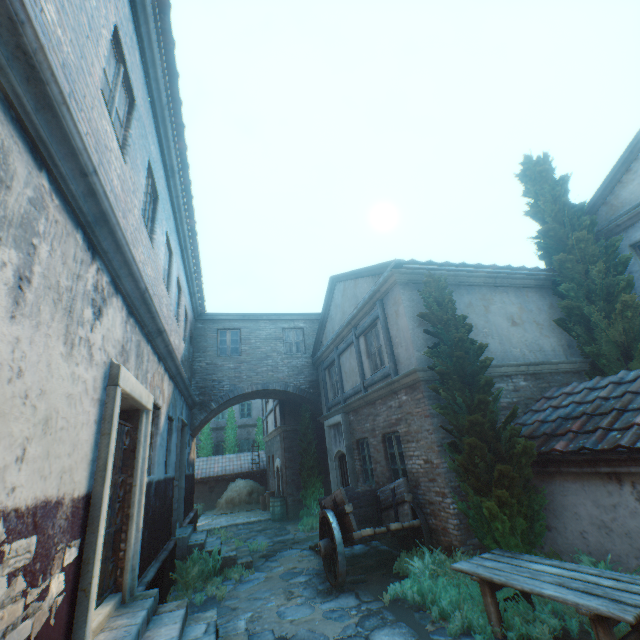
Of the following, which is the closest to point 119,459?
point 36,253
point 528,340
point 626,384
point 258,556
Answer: point 36,253

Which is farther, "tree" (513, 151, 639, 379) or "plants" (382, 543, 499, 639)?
"tree" (513, 151, 639, 379)

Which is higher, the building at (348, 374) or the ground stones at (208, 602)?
the building at (348, 374)

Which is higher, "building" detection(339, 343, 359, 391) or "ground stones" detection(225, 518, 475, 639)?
"building" detection(339, 343, 359, 391)

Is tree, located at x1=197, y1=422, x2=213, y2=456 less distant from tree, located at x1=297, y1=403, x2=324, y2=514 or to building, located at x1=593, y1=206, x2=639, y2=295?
tree, located at x1=297, y1=403, x2=324, y2=514

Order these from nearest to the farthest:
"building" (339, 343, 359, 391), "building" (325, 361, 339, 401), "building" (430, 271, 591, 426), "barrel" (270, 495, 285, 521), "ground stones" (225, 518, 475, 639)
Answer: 1. "ground stones" (225, 518, 475, 639)
2. "building" (430, 271, 591, 426)
3. "building" (339, 343, 359, 391)
4. "building" (325, 361, 339, 401)
5. "barrel" (270, 495, 285, 521)

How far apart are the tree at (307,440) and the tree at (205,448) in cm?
1218

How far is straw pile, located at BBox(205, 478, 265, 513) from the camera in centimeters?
1795cm
